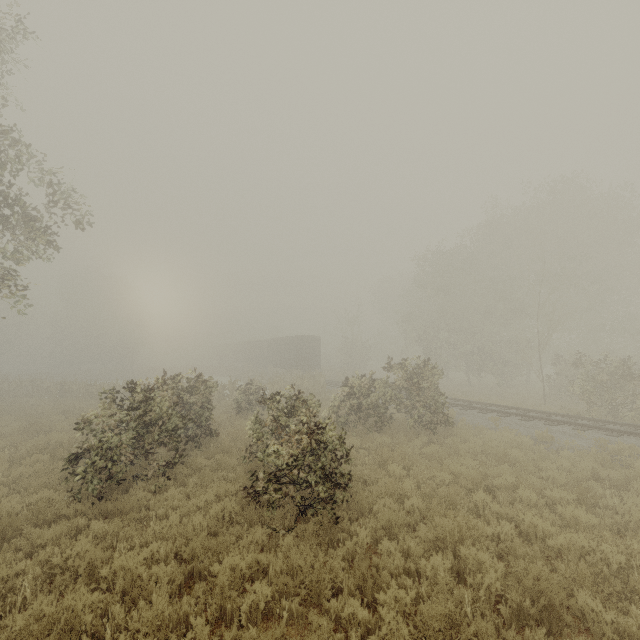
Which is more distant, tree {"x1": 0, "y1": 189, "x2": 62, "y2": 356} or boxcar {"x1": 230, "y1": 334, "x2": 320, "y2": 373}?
boxcar {"x1": 230, "y1": 334, "x2": 320, "y2": 373}

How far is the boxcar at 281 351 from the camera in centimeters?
3550cm

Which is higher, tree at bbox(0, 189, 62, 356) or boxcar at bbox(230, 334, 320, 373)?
tree at bbox(0, 189, 62, 356)

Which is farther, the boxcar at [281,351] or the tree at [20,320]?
the boxcar at [281,351]

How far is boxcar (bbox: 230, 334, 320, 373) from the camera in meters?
35.5

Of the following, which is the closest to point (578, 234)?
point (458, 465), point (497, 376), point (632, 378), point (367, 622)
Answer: point (497, 376)
